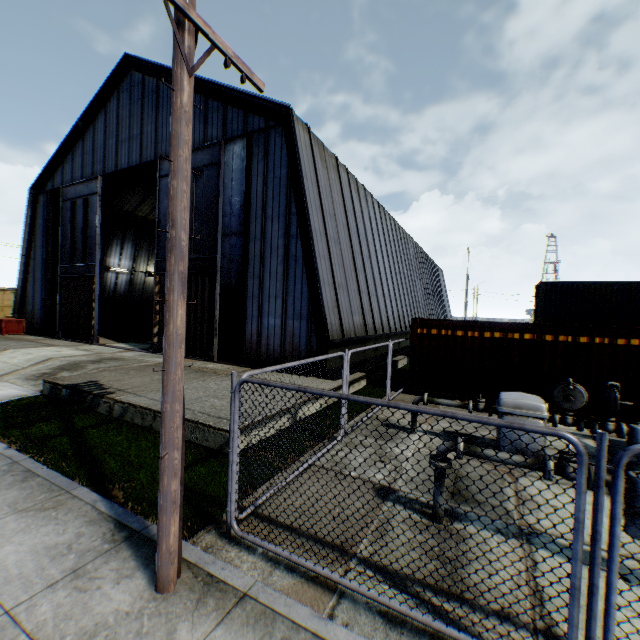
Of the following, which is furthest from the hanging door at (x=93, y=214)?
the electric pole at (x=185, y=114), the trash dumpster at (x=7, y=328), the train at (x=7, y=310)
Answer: the train at (x=7, y=310)

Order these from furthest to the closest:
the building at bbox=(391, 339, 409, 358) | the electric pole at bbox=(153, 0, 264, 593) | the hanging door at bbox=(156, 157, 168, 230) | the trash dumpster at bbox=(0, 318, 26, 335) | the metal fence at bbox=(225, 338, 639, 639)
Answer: the trash dumpster at bbox=(0, 318, 26, 335) → the building at bbox=(391, 339, 409, 358) → the hanging door at bbox=(156, 157, 168, 230) → the electric pole at bbox=(153, 0, 264, 593) → the metal fence at bbox=(225, 338, 639, 639)

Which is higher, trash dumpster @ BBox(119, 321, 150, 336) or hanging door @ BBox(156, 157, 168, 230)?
hanging door @ BBox(156, 157, 168, 230)

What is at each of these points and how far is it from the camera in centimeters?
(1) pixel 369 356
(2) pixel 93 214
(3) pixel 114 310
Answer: (1) building, 1667cm
(2) hanging door, 2027cm
(3) storage container, 2609cm

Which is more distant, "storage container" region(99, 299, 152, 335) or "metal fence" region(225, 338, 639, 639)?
"storage container" region(99, 299, 152, 335)

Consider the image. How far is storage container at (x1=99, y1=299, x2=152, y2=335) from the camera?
26.1m

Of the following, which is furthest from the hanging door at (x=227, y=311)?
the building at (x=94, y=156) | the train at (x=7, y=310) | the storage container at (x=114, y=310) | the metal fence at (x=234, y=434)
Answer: the train at (x=7, y=310)

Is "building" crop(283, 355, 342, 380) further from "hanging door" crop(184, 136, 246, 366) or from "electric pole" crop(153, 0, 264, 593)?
"electric pole" crop(153, 0, 264, 593)
